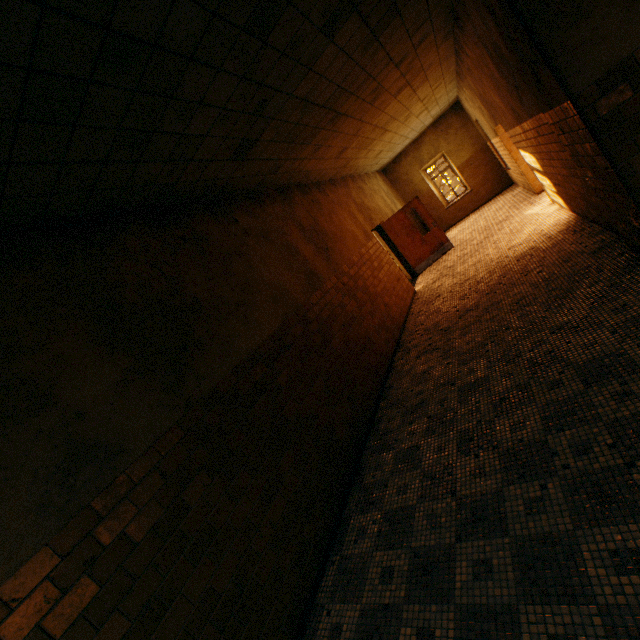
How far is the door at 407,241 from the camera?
10.53m

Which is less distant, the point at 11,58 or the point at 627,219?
the point at 11,58

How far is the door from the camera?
10.53m
